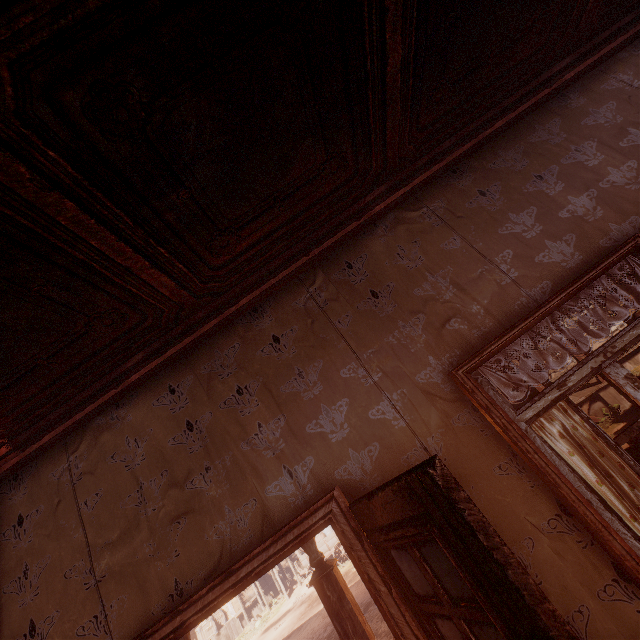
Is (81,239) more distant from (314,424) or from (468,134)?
(468,134)

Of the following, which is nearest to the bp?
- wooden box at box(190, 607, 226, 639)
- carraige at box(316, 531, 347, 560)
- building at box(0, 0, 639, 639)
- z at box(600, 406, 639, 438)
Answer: building at box(0, 0, 639, 639)

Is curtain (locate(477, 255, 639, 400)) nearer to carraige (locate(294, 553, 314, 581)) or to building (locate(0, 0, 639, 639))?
building (locate(0, 0, 639, 639))

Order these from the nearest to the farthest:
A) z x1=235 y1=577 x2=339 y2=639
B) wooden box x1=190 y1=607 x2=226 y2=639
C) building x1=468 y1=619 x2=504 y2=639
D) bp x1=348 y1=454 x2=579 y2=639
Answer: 1. bp x1=348 y1=454 x2=579 y2=639
2. building x1=468 y1=619 x2=504 y2=639
3. z x1=235 y1=577 x2=339 y2=639
4. wooden box x1=190 y1=607 x2=226 y2=639

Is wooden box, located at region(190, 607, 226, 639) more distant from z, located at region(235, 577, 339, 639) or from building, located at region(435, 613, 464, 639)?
z, located at region(235, 577, 339, 639)

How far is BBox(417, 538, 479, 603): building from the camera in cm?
168

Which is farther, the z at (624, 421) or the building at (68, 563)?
the z at (624, 421)
